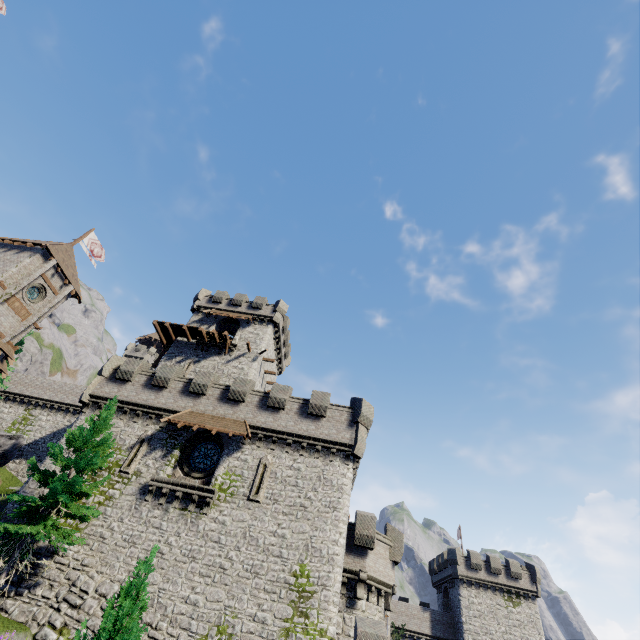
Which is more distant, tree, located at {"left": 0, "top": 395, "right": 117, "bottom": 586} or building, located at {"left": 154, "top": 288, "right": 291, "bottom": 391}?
building, located at {"left": 154, "top": 288, "right": 291, "bottom": 391}

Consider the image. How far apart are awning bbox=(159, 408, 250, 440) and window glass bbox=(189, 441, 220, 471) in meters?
1.4 m

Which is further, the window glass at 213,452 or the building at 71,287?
the building at 71,287

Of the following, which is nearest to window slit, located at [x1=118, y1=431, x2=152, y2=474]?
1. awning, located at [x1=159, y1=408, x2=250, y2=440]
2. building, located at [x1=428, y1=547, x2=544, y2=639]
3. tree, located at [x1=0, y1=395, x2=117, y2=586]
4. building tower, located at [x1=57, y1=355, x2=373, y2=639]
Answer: building tower, located at [x1=57, y1=355, x2=373, y2=639]

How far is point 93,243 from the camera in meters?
40.8

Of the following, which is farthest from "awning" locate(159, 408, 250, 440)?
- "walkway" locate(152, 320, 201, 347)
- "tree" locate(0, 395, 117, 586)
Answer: "walkway" locate(152, 320, 201, 347)

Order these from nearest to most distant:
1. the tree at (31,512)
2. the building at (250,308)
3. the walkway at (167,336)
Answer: the tree at (31,512), the building at (250,308), the walkway at (167,336)

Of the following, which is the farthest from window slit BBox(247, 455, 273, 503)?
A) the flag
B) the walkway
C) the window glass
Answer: the flag
